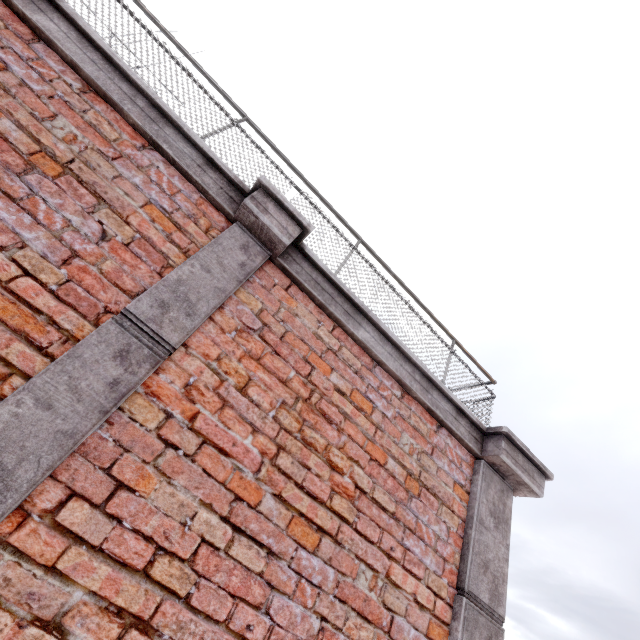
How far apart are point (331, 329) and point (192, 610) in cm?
170
